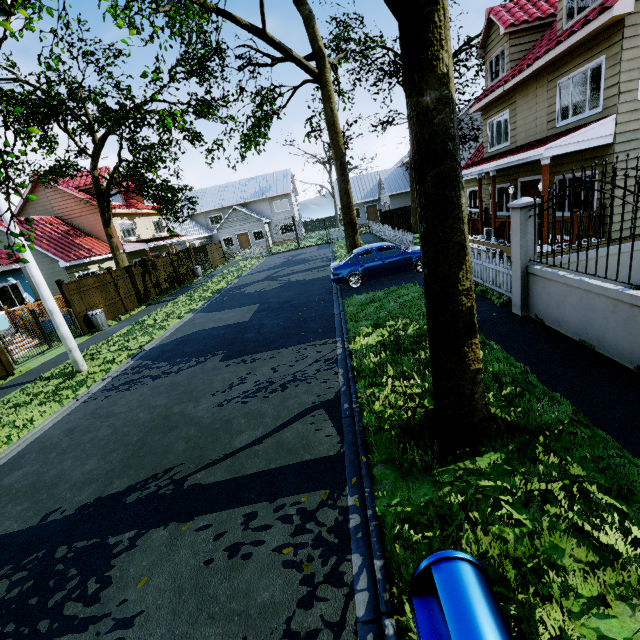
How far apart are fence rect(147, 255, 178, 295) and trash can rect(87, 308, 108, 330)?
5.9 meters

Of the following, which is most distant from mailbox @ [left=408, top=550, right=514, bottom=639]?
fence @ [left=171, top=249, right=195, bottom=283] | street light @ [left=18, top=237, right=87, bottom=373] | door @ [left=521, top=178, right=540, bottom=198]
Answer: fence @ [left=171, top=249, right=195, bottom=283]

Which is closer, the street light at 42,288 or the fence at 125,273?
the street light at 42,288

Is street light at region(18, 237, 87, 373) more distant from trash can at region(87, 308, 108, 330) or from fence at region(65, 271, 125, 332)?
trash can at region(87, 308, 108, 330)

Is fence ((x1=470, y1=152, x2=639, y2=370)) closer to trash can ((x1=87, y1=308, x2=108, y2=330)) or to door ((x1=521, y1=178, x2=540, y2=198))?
trash can ((x1=87, y1=308, x2=108, y2=330))

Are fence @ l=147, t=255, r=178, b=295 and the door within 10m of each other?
no

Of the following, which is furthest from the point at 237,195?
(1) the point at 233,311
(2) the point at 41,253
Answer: (1) the point at 233,311

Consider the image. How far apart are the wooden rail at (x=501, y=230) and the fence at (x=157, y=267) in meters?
19.6
